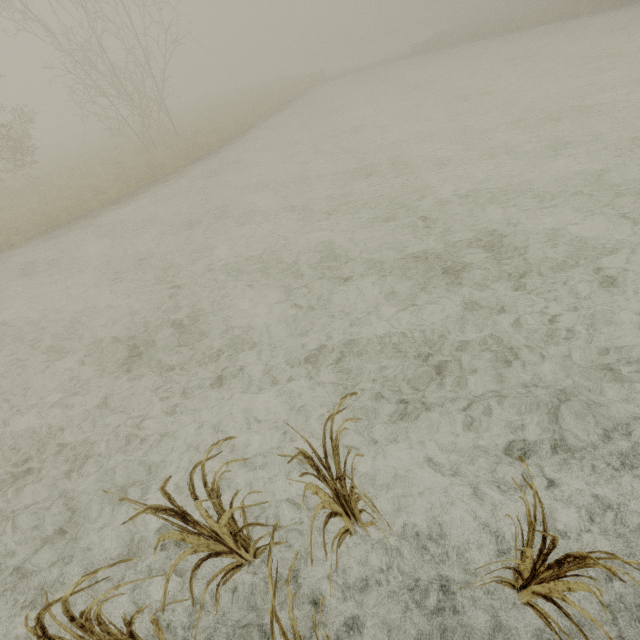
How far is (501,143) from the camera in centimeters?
870cm

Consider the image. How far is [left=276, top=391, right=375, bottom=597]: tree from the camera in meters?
1.8

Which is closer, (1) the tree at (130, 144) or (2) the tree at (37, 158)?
(1) the tree at (130, 144)

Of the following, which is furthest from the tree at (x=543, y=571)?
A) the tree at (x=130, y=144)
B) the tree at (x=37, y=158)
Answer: the tree at (x=130, y=144)

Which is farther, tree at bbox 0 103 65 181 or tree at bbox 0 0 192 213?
tree at bbox 0 103 65 181

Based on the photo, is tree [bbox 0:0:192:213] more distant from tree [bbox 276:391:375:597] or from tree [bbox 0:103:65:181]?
tree [bbox 276:391:375:597]
